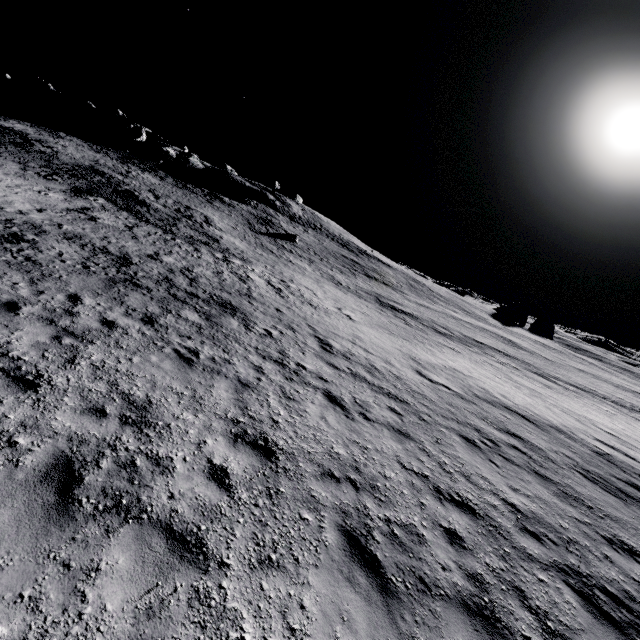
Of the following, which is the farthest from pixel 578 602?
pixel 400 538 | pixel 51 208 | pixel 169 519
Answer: pixel 51 208
